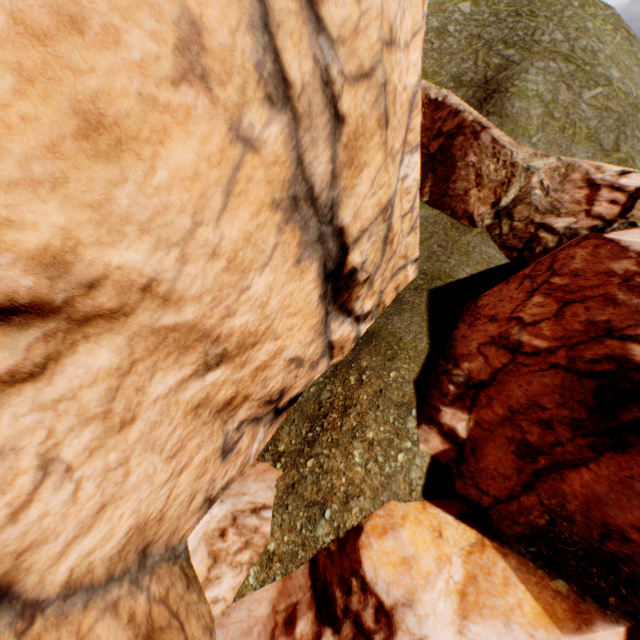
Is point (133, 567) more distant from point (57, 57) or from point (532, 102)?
point (532, 102)
